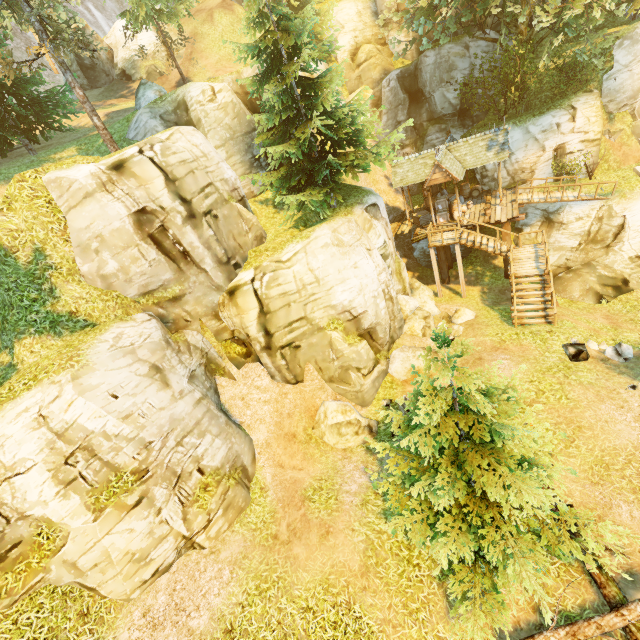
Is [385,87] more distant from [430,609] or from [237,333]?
[430,609]

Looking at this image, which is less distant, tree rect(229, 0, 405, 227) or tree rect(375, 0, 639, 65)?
tree rect(229, 0, 405, 227)

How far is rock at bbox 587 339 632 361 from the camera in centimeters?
1220cm

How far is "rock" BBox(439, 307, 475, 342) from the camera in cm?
1673

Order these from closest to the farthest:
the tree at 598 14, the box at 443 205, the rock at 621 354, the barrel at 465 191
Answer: the rock at 621 354
the tree at 598 14
the box at 443 205
the barrel at 465 191

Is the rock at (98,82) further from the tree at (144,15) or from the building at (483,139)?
the building at (483,139)

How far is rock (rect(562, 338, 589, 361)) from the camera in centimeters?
1258cm

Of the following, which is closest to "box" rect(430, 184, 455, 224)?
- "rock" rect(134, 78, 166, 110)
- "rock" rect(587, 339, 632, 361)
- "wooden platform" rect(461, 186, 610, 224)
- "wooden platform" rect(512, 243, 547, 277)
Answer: "wooden platform" rect(461, 186, 610, 224)
